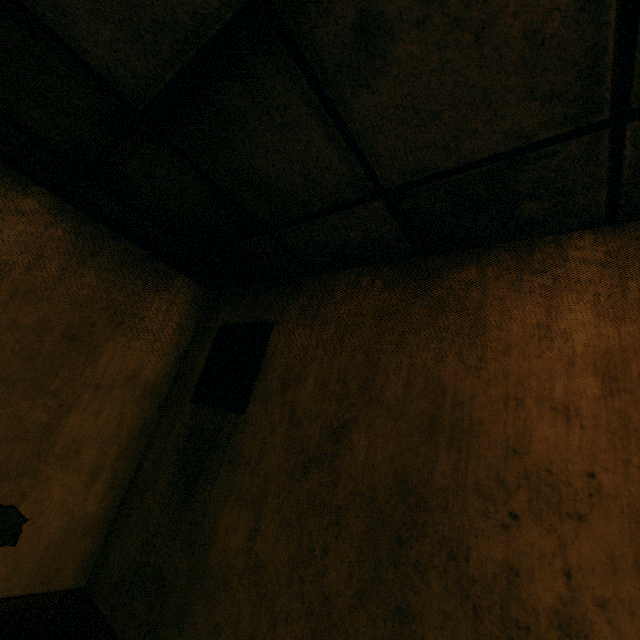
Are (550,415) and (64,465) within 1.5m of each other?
no

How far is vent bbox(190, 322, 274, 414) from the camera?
1.8 meters

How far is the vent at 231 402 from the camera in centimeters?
184cm
